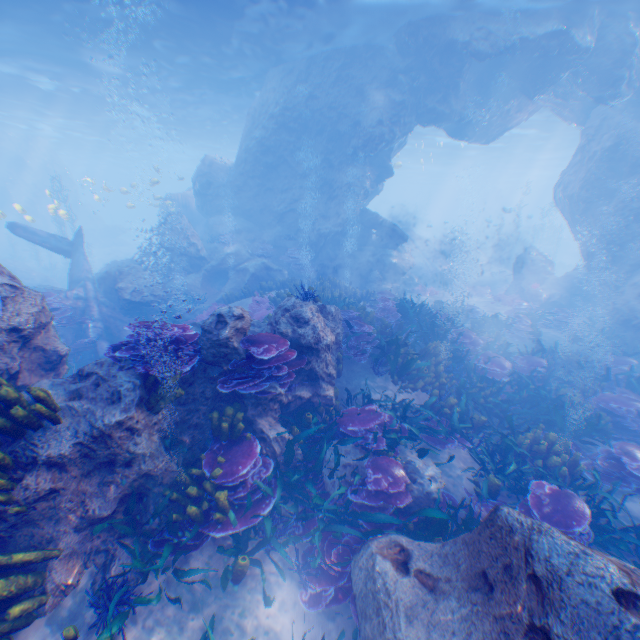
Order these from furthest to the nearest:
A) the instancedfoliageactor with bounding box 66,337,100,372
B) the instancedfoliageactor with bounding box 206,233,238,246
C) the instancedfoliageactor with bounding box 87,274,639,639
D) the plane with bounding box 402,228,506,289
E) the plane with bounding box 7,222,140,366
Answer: the plane with bounding box 402,228,506,289, the instancedfoliageactor with bounding box 206,233,238,246, the plane with bounding box 7,222,140,366, the instancedfoliageactor with bounding box 66,337,100,372, the instancedfoliageactor with bounding box 87,274,639,639

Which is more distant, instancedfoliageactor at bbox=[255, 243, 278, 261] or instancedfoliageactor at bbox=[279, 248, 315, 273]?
instancedfoliageactor at bbox=[255, 243, 278, 261]

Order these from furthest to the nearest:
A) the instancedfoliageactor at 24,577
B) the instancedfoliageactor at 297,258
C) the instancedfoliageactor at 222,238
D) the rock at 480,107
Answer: the instancedfoliageactor at 222,238
the instancedfoliageactor at 297,258
the rock at 480,107
the instancedfoliageactor at 24,577

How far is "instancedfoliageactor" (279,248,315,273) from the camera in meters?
17.8

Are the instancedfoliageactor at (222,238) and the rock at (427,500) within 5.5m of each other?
no

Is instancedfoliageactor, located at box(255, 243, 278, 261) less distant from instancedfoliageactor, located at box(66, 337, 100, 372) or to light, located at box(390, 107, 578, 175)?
light, located at box(390, 107, 578, 175)

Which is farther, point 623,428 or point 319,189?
point 319,189

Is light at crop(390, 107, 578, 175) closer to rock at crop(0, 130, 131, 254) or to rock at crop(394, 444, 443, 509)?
rock at crop(0, 130, 131, 254)
